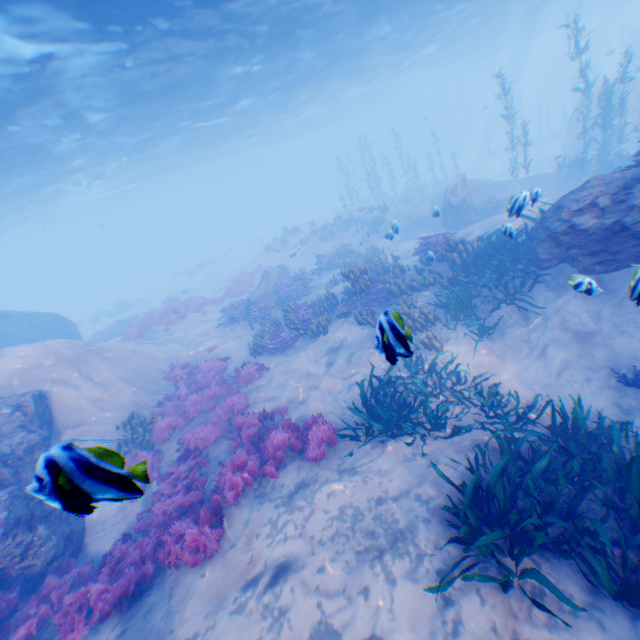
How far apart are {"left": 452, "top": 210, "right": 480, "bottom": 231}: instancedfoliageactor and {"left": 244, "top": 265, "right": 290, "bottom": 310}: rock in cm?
987

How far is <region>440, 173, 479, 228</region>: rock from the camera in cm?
1859

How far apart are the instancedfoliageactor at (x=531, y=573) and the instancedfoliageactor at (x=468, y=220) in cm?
1781

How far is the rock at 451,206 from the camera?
18.6m

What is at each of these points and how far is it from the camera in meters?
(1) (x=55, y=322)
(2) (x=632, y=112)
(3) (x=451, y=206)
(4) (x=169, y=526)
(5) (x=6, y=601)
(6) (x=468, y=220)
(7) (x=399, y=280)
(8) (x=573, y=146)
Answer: (1) submarine, 21.3
(2) rock, 25.2
(3) rock, 19.0
(4) instancedfoliageactor, 5.9
(5) instancedfoliageactor, 5.7
(6) instancedfoliageactor, 18.8
(7) instancedfoliageactor, 12.6
(8) rock, 25.7

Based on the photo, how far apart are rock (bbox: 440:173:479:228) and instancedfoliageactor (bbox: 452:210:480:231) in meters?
0.0 m

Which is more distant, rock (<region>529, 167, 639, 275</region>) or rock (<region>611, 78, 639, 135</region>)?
rock (<region>611, 78, 639, 135</region>)

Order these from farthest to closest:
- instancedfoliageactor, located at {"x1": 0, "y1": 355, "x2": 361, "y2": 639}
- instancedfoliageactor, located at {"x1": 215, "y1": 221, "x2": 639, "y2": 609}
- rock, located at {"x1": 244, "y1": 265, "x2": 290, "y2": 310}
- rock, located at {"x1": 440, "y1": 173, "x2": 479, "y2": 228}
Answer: rock, located at {"x1": 440, "y1": 173, "x2": 479, "y2": 228}
rock, located at {"x1": 244, "y1": 265, "x2": 290, "y2": 310}
instancedfoliageactor, located at {"x1": 0, "y1": 355, "x2": 361, "y2": 639}
instancedfoliageactor, located at {"x1": 215, "y1": 221, "x2": 639, "y2": 609}
